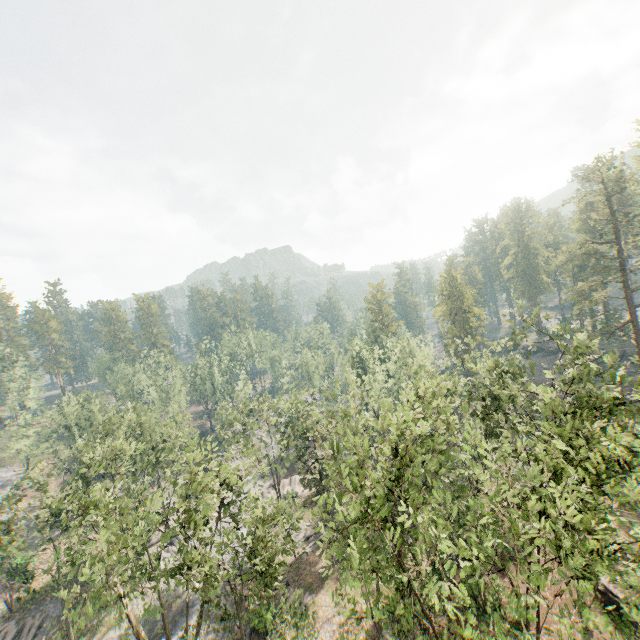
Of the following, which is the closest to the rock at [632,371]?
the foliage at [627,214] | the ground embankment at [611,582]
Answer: the foliage at [627,214]

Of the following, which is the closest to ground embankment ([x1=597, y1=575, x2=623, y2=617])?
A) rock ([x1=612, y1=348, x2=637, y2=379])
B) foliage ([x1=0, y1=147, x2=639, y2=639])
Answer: foliage ([x1=0, y1=147, x2=639, y2=639])

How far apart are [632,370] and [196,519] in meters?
63.5 m

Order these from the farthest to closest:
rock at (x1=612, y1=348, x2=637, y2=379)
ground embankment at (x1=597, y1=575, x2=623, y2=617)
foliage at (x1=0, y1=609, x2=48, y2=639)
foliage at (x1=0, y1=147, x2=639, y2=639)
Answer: rock at (x1=612, y1=348, x2=637, y2=379), foliage at (x1=0, y1=609, x2=48, y2=639), ground embankment at (x1=597, y1=575, x2=623, y2=617), foliage at (x1=0, y1=147, x2=639, y2=639)

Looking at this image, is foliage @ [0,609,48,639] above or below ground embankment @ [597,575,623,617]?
below

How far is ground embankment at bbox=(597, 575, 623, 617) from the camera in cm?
2248

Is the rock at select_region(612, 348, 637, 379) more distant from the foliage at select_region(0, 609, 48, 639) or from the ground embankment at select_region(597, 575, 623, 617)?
the ground embankment at select_region(597, 575, 623, 617)

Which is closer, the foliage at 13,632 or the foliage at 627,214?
the foliage at 627,214
